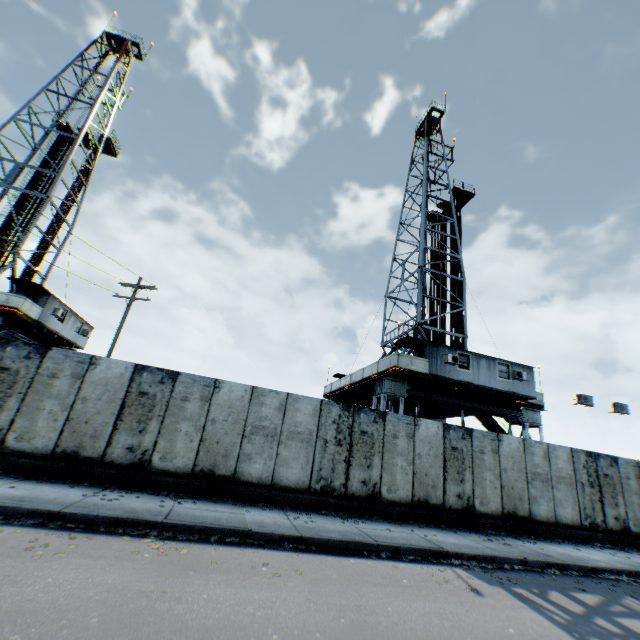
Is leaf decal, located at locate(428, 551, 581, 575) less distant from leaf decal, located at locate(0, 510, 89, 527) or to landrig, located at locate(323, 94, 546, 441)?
leaf decal, located at locate(0, 510, 89, 527)

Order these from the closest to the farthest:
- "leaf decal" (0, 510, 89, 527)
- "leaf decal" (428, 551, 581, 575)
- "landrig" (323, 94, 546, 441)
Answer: "leaf decal" (0, 510, 89, 527), "leaf decal" (428, 551, 581, 575), "landrig" (323, 94, 546, 441)

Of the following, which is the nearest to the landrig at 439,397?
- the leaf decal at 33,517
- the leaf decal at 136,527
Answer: the leaf decal at 136,527

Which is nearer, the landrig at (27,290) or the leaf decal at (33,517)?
the leaf decal at (33,517)

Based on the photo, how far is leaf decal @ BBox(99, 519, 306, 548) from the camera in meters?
6.0 m

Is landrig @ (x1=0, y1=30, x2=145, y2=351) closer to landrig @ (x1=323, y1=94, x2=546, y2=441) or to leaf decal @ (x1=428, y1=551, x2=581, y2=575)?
landrig @ (x1=323, y1=94, x2=546, y2=441)

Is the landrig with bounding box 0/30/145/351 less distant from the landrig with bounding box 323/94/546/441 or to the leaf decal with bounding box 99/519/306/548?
the leaf decal with bounding box 99/519/306/548

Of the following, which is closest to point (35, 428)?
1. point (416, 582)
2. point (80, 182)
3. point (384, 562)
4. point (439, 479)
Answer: point (384, 562)
